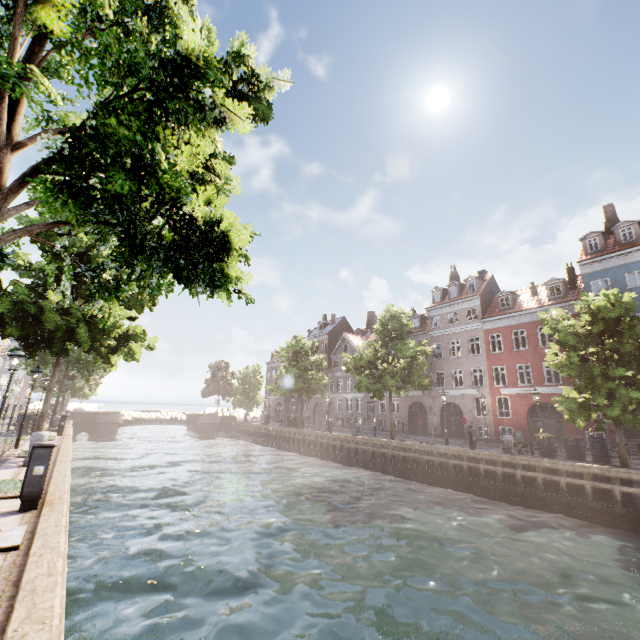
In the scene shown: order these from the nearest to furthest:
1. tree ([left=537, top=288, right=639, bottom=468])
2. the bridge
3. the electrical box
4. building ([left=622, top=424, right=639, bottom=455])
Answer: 1. the electrical box
2. tree ([left=537, top=288, right=639, bottom=468])
3. building ([left=622, top=424, right=639, bottom=455])
4. the bridge

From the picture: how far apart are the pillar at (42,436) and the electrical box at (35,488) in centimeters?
569cm

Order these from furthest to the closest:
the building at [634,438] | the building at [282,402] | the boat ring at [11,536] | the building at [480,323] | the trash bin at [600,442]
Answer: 1. the building at [282,402]
2. the building at [480,323]
3. the building at [634,438]
4. the trash bin at [600,442]
5. the boat ring at [11,536]

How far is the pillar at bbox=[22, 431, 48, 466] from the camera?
10.9 meters

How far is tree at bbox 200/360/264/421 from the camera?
47.3 meters

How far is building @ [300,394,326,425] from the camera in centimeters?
4737cm

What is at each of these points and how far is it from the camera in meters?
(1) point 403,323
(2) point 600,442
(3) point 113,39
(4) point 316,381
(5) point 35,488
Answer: (1) tree, 28.0
(2) trash bin, 16.8
(3) tree, 2.7
(4) tree, 37.7
(5) electrical box, 6.7

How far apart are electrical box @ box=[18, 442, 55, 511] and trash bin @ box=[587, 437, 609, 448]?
22.8 meters
